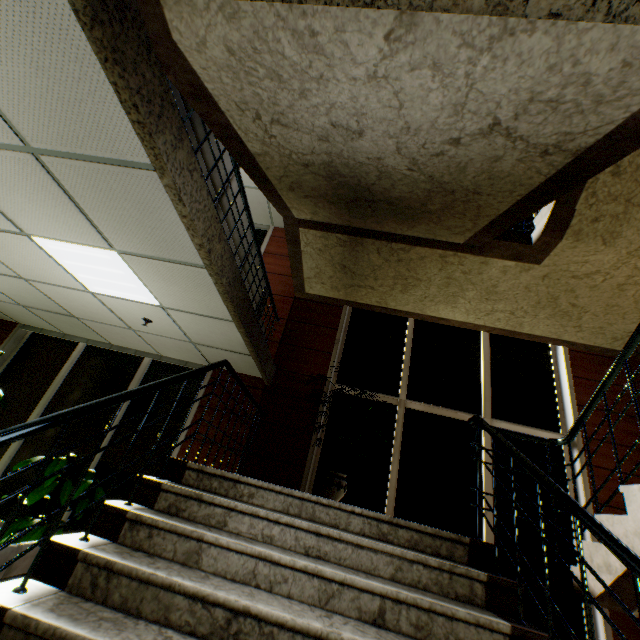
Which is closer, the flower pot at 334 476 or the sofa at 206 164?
the sofa at 206 164

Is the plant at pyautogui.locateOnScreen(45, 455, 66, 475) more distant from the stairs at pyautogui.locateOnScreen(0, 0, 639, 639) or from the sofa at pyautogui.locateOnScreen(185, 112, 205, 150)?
the sofa at pyautogui.locateOnScreen(185, 112, 205, 150)

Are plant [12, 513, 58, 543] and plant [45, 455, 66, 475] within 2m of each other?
yes

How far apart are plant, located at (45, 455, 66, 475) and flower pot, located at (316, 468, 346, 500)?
2.7m

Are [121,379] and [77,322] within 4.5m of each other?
yes

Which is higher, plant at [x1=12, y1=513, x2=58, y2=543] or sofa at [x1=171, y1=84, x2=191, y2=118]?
sofa at [x1=171, y1=84, x2=191, y2=118]

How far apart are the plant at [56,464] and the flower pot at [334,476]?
2.7 meters

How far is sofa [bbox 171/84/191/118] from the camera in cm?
235
